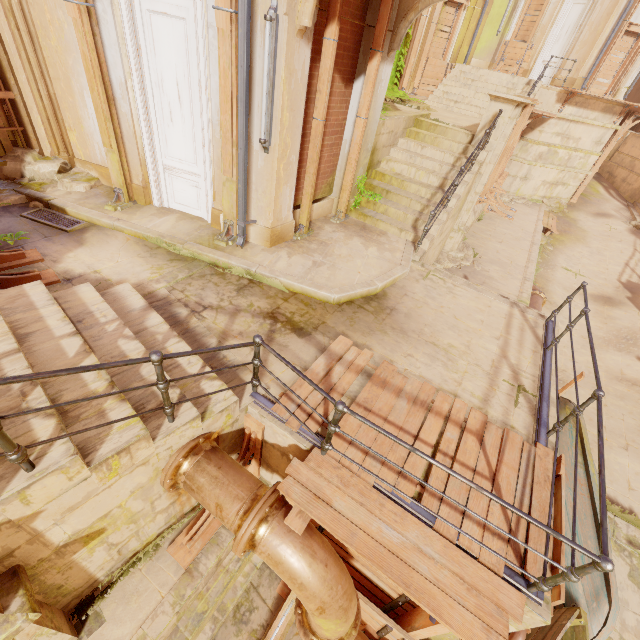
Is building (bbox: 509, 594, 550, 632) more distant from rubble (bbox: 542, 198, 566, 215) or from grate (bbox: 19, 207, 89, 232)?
→ grate (bbox: 19, 207, 89, 232)

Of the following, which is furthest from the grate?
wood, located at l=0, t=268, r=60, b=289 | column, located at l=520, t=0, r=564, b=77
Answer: column, located at l=520, t=0, r=564, b=77

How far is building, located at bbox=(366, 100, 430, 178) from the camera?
8.2m

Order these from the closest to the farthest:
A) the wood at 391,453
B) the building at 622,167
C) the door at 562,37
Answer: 1. the wood at 391,453
2. the door at 562,37
3. the building at 622,167

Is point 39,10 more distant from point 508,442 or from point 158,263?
point 508,442

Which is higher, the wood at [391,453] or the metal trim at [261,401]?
the wood at [391,453]

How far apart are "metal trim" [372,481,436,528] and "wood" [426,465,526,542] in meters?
0.0

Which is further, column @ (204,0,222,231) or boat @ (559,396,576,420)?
boat @ (559,396,576,420)
